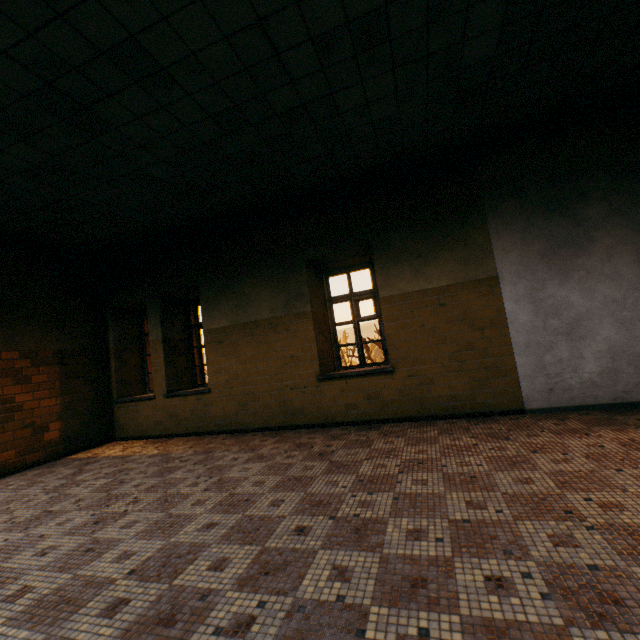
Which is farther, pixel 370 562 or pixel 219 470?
pixel 219 470
